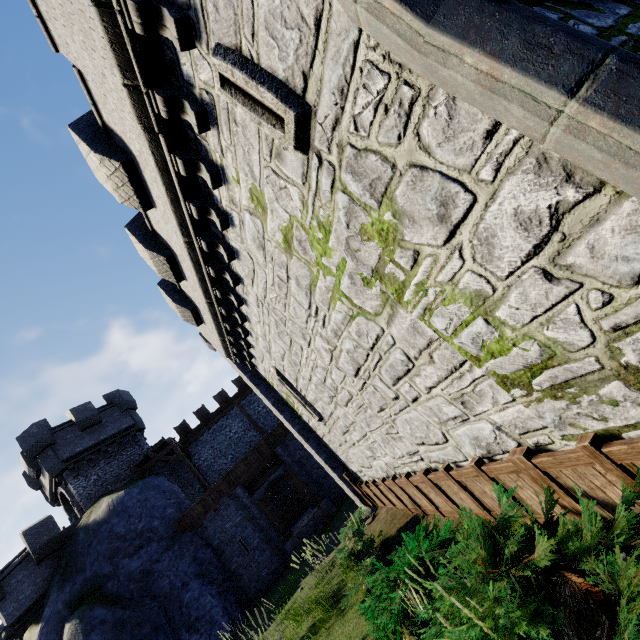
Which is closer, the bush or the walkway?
the bush

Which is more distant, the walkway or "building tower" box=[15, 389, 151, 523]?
the walkway

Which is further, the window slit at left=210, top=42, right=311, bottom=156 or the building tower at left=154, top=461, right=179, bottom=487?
the building tower at left=154, top=461, right=179, bottom=487

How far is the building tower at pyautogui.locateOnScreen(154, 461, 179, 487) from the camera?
23.11m

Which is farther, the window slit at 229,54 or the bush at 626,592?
the window slit at 229,54

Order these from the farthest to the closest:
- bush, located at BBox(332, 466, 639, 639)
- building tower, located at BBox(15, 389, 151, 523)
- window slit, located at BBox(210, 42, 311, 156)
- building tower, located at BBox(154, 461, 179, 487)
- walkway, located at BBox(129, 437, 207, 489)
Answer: building tower, located at BBox(154, 461, 179, 487) → walkway, located at BBox(129, 437, 207, 489) → building tower, located at BBox(15, 389, 151, 523) → window slit, located at BBox(210, 42, 311, 156) → bush, located at BBox(332, 466, 639, 639)

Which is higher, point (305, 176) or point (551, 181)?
point (305, 176)

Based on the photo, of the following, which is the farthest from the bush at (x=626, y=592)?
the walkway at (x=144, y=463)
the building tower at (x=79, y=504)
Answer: the building tower at (x=79, y=504)
